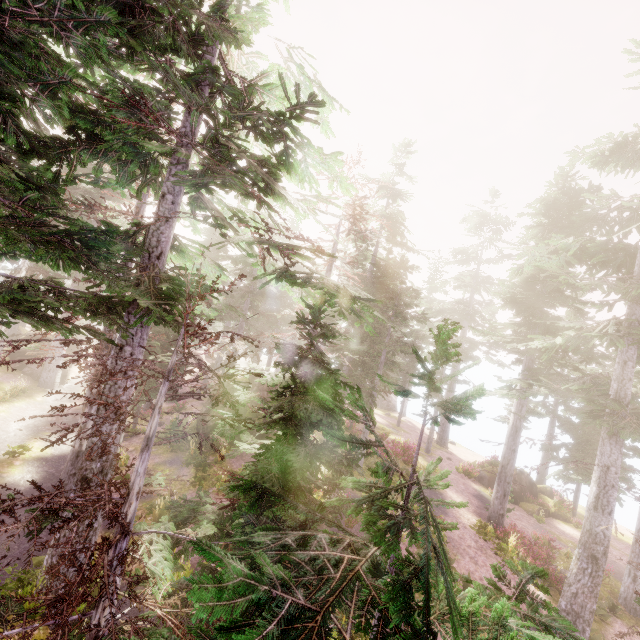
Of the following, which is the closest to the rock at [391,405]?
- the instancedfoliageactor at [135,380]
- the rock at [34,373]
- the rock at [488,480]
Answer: the instancedfoliageactor at [135,380]

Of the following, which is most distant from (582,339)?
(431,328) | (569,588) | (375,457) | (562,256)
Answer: (431,328)

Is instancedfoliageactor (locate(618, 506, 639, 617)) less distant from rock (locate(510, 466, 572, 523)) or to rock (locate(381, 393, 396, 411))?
rock (locate(381, 393, 396, 411))

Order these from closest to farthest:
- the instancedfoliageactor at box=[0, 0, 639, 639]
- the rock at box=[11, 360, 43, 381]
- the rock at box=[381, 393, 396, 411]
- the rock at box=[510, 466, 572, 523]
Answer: the instancedfoliageactor at box=[0, 0, 639, 639], the rock at box=[510, 466, 572, 523], the rock at box=[11, 360, 43, 381], the rock at box=[381, 393, 396, 411]

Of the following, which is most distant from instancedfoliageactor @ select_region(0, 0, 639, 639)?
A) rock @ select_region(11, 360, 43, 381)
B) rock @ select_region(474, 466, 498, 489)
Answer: rock @ select_region(474, 466, 498, 489)

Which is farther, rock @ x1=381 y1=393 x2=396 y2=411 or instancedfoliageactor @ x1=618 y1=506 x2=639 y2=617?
rock @ x1=381 y1=393 x2=396 y2=411

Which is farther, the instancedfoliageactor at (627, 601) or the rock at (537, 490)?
the rock at (537, 490)
